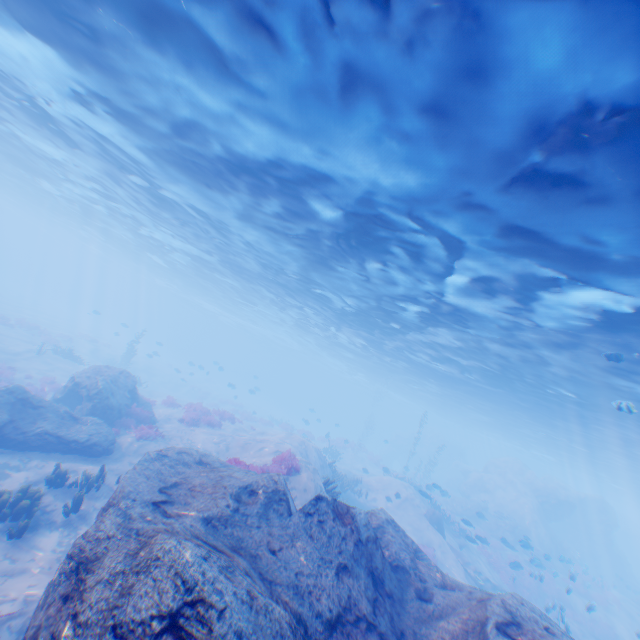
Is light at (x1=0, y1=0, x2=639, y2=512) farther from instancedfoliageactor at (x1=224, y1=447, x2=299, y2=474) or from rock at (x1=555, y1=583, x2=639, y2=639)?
instancedfoliageactor at (x1=224, y1=447, x2=299, y2=474)

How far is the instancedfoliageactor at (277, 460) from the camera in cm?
1157

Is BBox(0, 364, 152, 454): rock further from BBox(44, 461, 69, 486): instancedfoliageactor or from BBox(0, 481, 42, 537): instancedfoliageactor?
BBox(0, 481, 42, 537): instancedfoliageactor

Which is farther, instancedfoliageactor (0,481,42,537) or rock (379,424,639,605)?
rock (379,424,639,605)

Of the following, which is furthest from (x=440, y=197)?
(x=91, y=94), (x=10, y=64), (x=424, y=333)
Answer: (x=10, y=64)

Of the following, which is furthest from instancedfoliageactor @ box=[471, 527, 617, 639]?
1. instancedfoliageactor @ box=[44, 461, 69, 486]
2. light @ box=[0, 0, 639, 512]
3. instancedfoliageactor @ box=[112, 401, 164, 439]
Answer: instancedfoliageactor @ box=[44, 461, 69, 486]

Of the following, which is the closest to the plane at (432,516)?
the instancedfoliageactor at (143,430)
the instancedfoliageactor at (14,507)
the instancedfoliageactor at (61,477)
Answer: the instancedfoliageactor at (143,430)

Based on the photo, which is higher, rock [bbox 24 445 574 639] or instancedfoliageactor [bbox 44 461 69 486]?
rock [bbox 24 445 574 639]
